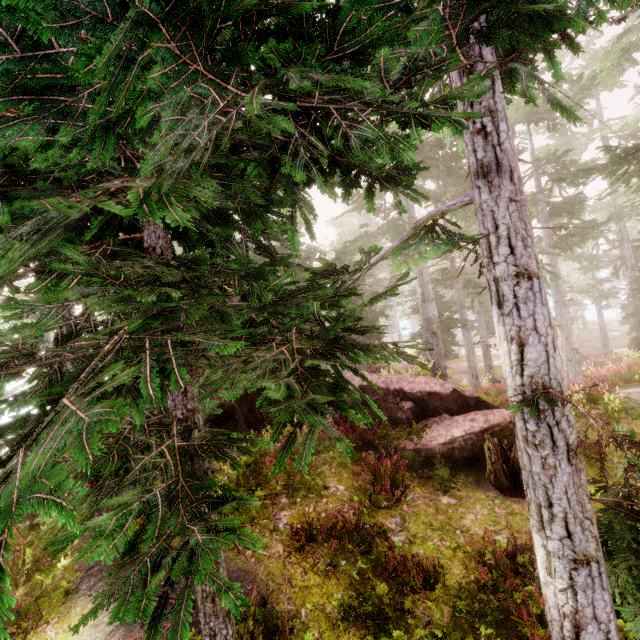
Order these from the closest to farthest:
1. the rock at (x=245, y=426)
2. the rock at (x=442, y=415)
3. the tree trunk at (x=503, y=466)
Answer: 1. the tree trunk at (x=503, y=466)
2. the rock at (x=442, y=415)
3. the rock at (x=245, y=426)

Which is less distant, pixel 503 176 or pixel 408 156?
pixel 408 156

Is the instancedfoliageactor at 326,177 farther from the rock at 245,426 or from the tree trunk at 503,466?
the tree trunk at 503,466

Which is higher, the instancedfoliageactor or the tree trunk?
the instancedfoliageactor

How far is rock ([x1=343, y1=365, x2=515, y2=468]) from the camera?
9.9 meters

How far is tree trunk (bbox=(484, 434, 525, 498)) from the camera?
8.2m

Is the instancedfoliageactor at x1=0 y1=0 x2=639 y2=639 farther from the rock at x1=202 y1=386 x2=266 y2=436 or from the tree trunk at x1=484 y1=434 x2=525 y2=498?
the tree trunk at x1=484 y1=434 x2=525 y2=498
